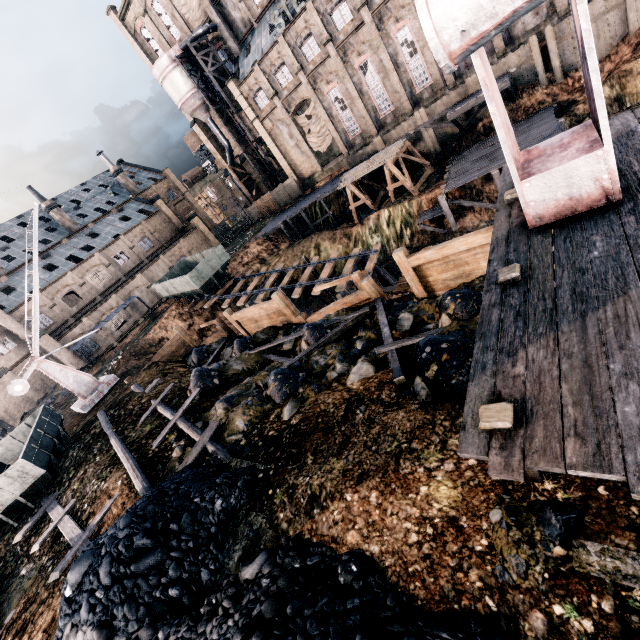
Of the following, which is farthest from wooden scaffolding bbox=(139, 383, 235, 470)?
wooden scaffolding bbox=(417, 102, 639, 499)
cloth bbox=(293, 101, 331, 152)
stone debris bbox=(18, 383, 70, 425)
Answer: cloth bbox=(293, 101, 331, 152)

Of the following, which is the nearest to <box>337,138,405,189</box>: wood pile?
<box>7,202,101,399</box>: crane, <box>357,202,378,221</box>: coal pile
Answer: <box>357,202,378,221</box>: coal pile

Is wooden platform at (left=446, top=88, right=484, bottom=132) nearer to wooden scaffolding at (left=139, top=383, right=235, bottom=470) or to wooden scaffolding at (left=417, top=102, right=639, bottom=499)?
wooden scaffolding at (left=417, top=102, right=639, bottom=499)

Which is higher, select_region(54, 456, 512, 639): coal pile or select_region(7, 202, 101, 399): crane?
select_region(7, 202, 101, 399): crane

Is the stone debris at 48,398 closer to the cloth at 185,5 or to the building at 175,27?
the building at 175,27

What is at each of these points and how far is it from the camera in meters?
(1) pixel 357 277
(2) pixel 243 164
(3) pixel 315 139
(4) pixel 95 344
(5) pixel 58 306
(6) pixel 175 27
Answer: (1) wooden scaffolding, 13.2
(2) building, 52.4
(3) cloth, 41.9
(4) building, 40.4
(5) building, 41.8
(6) building, 43.8

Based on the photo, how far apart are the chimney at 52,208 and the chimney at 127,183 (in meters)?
10.78

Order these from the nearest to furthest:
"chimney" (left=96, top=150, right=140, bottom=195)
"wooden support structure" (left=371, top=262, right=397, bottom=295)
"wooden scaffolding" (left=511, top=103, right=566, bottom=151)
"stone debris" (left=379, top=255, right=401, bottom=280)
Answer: "wooden scaffolding" (left=511, top=103, right=566, bottom=151), "wooden support structure" (left=371, top=262, right=397, bottom=295), "stone debris" (left=379, top=255, right=401, bottom=280), "chimney" (left=96, top=150, right=140, bottom=195)
